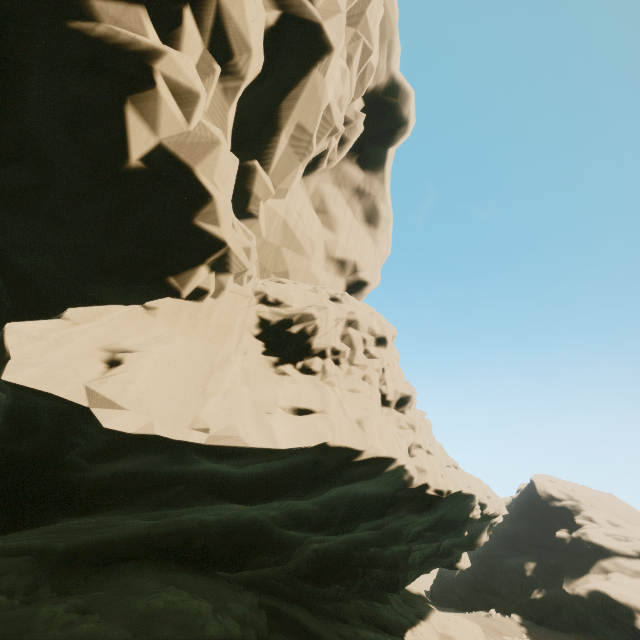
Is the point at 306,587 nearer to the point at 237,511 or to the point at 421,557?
the point at 421,557
